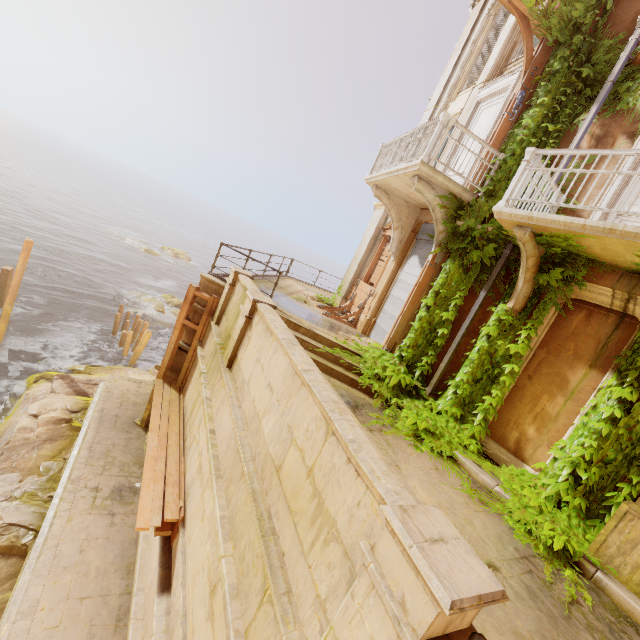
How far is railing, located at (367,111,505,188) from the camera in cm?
720

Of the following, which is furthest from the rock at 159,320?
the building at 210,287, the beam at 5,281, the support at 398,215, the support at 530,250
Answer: the support at 530,250

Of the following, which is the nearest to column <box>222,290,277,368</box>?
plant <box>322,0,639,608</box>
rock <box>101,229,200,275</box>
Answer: plant <box>322,0,639,608</box>

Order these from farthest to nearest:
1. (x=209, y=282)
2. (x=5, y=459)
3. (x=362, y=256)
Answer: (x=362, y=256) < (x=209, y=282) < (x=5, y=459)

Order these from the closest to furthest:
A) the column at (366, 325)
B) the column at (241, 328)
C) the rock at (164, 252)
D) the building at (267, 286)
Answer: the column at (241, 328), the column at (366, 325), the building at (267, 286), the rock at (164, 252)

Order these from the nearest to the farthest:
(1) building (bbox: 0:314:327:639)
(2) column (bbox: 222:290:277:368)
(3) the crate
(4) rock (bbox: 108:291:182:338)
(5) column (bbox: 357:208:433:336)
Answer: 1. (1) building (bbox: 0:314:327:639)
2. (3) the crate
3. (2) column (bbox: 222:290:277:368)
4. (5) column (bbox: 357:208:433:336)
5. (4) rock (bbox: 108:291:182:338)

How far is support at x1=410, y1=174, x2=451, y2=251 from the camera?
7.6m

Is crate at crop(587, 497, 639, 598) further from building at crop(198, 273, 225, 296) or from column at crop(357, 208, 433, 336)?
column at crop(357, 208, 433, 336)
